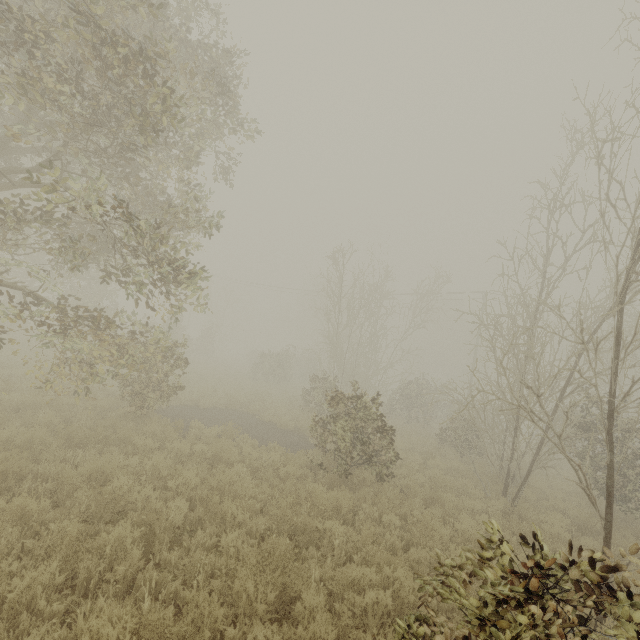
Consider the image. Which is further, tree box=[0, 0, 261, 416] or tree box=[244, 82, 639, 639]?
tree box=[0, 0, 261, 416]

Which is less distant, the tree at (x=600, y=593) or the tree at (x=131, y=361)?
the tree at (x=600, y=593)

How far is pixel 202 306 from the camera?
8.7m
